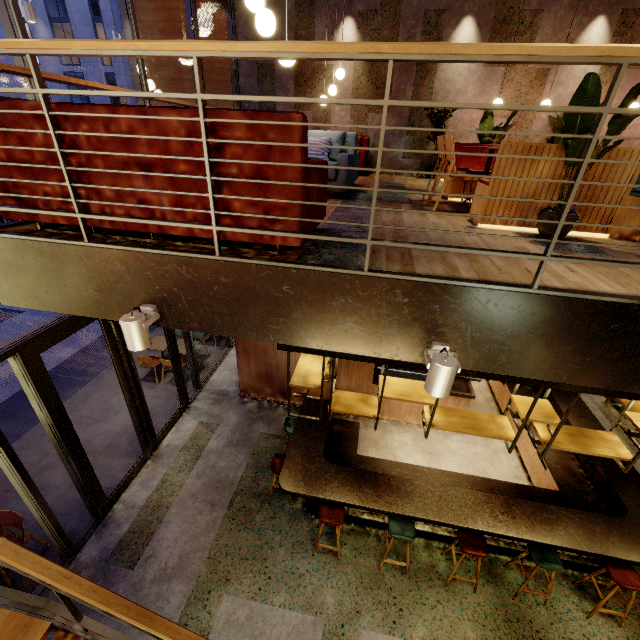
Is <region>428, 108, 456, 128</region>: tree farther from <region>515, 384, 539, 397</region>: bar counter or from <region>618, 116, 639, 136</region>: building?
<region>515, 384, 539, 397</region>: bar counter

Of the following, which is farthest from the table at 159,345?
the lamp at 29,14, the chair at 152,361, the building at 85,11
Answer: the building at 85,11

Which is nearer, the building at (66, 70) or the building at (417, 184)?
the building at (417, 184)

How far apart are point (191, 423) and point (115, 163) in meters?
6.7

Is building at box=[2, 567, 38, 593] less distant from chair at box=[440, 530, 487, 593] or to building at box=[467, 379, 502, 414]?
building at box=[467, 379, 502, 414]

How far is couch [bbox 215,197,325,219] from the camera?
2.0 meters

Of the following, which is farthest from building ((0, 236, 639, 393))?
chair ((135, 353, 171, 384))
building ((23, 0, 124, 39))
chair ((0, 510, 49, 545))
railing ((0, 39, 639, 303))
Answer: building ((23, 0, 124, 39))

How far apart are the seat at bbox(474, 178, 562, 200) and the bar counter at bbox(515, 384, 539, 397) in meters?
4.0
